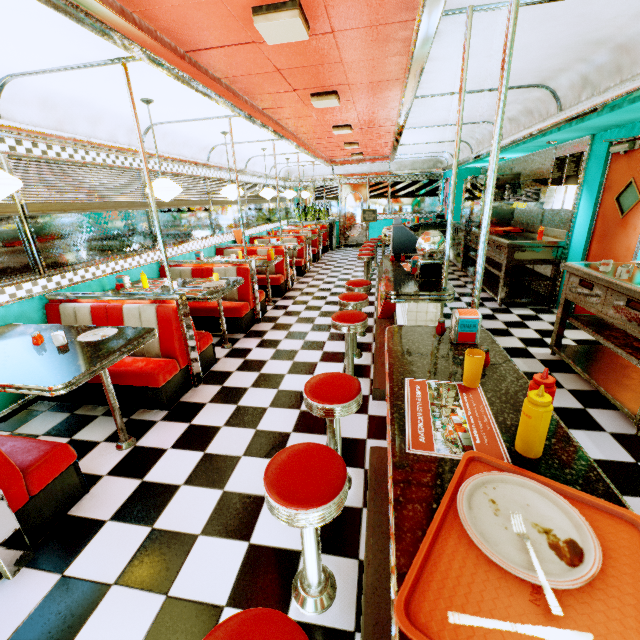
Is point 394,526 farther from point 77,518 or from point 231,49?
point 231,49

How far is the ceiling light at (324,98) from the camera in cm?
404

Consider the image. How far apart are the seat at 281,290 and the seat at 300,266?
1.5m

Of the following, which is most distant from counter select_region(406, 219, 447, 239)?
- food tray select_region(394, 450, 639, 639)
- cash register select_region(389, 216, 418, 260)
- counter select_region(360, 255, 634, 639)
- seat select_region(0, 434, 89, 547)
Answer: seat select_region(0, 434, 89, 547)

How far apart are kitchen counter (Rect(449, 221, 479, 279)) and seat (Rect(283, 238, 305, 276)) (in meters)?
4.16

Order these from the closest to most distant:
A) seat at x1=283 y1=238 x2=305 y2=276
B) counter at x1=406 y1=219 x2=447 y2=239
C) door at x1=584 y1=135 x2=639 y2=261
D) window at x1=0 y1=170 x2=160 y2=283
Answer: window at x1=0 y1=170 x2=160 y2=283 → door at x1=584 y1=135 x2=639 y2=261 → seat at x1=283 y1=238 x2=305 y2=276 → counter at x1=406 y1=219 x2=447 y2=239

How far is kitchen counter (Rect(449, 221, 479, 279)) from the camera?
7.4m

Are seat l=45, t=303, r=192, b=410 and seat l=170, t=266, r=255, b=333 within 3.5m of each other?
yes
